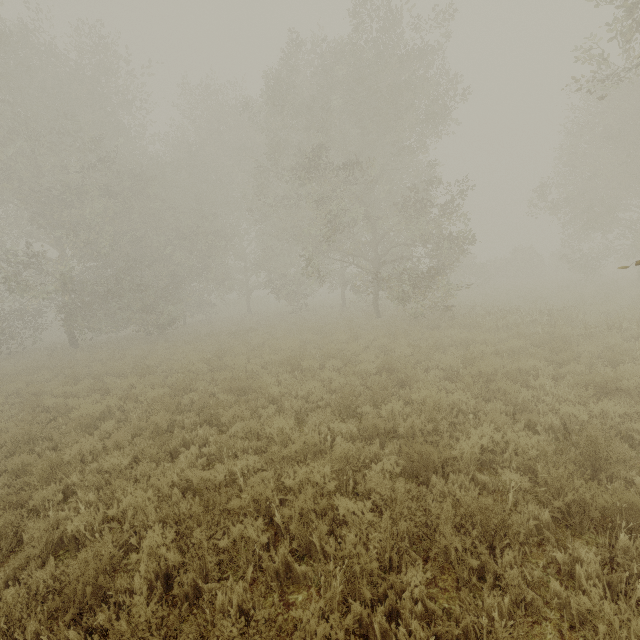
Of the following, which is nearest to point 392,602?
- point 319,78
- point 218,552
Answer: point 218,552
